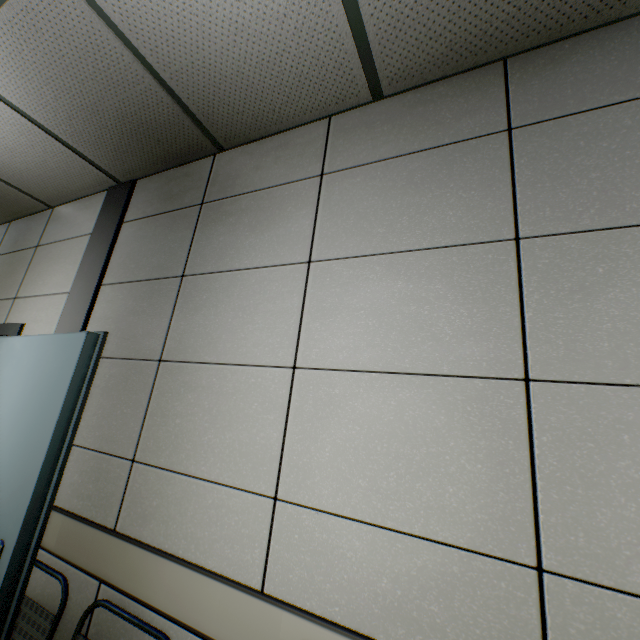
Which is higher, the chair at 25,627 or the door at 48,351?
the door at 48,351

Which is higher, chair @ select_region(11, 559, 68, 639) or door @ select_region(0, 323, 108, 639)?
door @ select_region(0, 323, 108, 639)

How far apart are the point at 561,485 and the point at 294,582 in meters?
0.9 m
